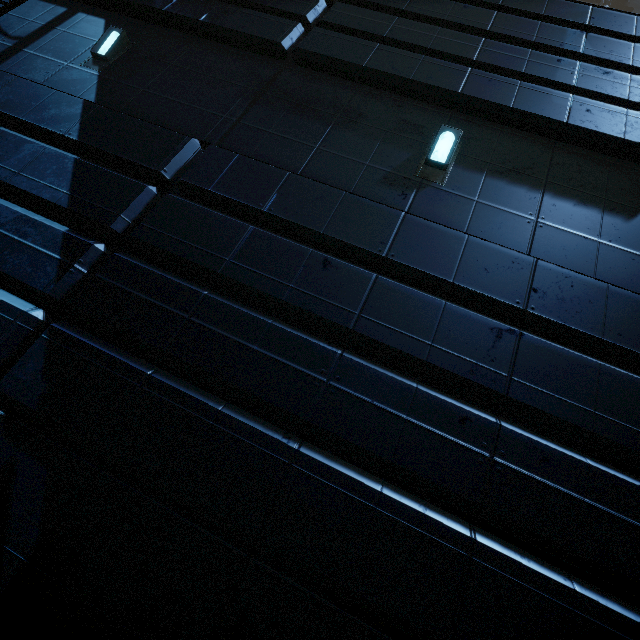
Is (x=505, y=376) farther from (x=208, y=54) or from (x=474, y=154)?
(x=208, y=54)
